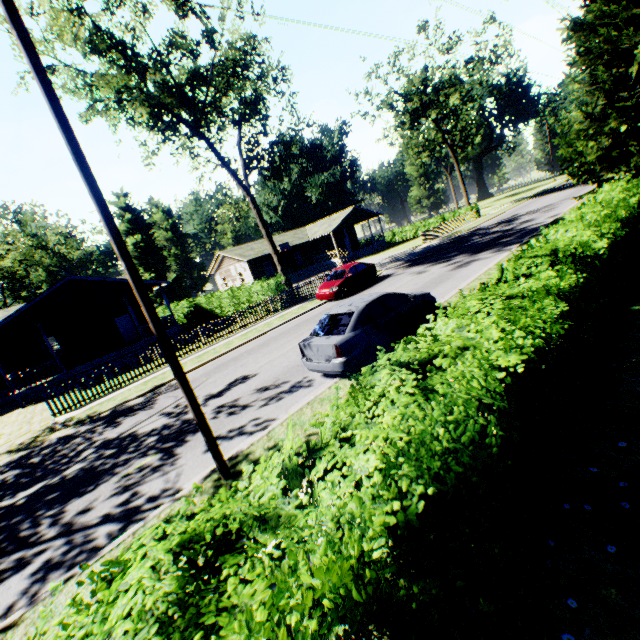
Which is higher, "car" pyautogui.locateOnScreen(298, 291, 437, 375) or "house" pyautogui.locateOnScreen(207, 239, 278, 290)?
"house" pyautogui.locateOnScreen(207, 239, 278, 290)

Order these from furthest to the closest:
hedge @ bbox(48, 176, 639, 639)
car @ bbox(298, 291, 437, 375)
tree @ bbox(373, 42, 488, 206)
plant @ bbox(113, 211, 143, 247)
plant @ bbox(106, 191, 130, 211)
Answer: plant @ bbox(113, 211, 143, 247), plant @ bbox(106, 191, 130, 211), tree @ bbox(373, 42, 488, 206), car @ bbox(298, 291, 437, 375), hedge @ bbox(48, 176, 639, 639)

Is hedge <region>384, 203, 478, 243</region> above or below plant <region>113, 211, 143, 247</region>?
below

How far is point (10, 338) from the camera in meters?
22.5

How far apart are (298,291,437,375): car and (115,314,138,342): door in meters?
23.8

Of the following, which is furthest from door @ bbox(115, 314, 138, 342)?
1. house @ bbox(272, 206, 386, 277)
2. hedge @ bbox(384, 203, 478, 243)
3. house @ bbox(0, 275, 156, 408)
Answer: hedge @ bbox(384, 203, 478, 243)

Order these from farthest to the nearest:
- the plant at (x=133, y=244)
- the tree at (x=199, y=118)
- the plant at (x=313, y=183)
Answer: the plant at (x=133, y=244) → the plant at (x=313, y=183) → the tree at (x=199, y=118)

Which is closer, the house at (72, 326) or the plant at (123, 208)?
the house at (72, 326)
